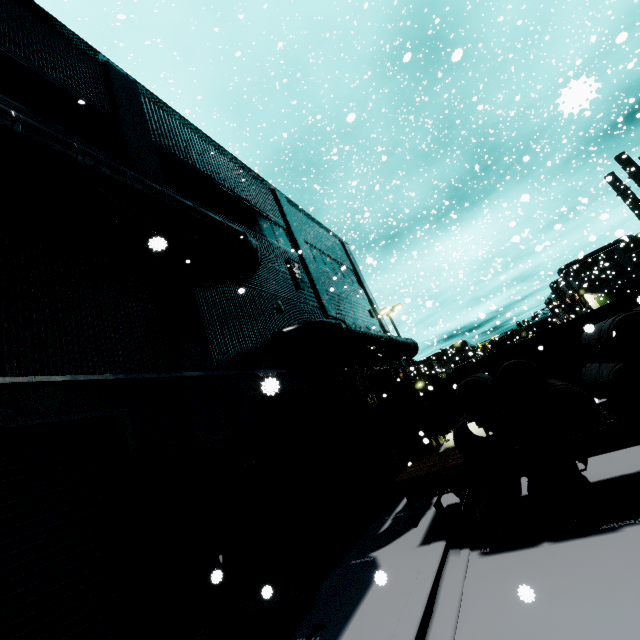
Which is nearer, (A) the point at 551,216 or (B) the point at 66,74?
(B) the point at 66,74

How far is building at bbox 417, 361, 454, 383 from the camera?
39.0m

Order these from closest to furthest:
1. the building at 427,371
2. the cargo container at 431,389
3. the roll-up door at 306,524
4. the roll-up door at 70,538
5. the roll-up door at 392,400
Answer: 1. the roll-up door at 70,538
2. the roll-up door at 306,524
3. the cargo container at 431,389
4. the roll-up door at 392,400
5. the building at 427,371

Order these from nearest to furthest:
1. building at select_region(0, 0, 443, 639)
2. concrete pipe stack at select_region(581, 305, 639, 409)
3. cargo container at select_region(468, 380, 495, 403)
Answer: building at select_region(0, 0, 443, 639)
concrete pipe stack at select_region(581, 305, 639, 409)
cargo container at select_region(468, 380, 495, 403)

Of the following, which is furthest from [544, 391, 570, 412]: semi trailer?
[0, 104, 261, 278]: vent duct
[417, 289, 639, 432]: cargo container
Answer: [0, 104, 261, 278]: vent duct

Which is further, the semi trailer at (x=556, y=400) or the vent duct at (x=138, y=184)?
the semi trailer at (x=556, y=400)

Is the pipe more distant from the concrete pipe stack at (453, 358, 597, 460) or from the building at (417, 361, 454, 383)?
the concrete pipe stack at (453, 358, 597, 460)

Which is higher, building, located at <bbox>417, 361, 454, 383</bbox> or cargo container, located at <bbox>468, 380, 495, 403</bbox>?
building, located at <bbox>417, 361, 454, 383</bbox>
